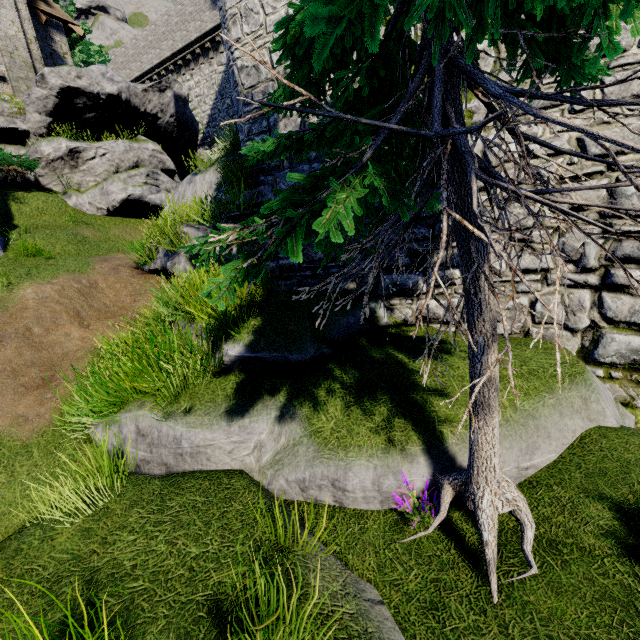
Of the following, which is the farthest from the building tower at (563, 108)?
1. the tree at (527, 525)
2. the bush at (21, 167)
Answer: the bush at (21, 167)

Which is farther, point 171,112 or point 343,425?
point 171,112

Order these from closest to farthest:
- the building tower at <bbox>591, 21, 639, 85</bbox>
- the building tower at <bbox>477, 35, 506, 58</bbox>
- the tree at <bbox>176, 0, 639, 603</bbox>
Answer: the tree at <bbox>176, 0, 639, 603</bbox> < the building tower at <bbox>591, 21, 639, 85</bbox> < the building tower at <bbox>477, 35, 506, 58</bbox>

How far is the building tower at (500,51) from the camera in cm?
474

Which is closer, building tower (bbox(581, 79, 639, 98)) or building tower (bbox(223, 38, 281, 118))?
building tower (bbox(581, 79, 639, 98))

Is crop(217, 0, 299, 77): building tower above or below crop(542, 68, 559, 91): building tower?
above

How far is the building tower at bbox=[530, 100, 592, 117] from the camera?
4.5 meters
